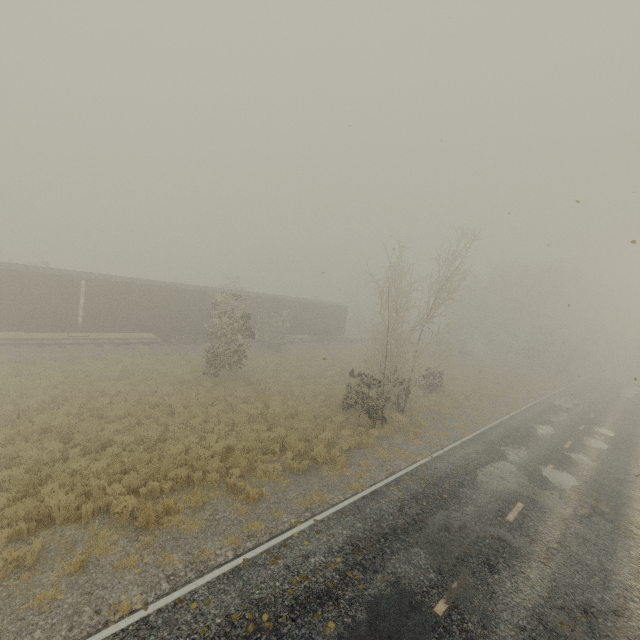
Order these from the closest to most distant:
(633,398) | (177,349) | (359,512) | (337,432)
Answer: (359,512)
(337,432)
(177,349)
(633,398)
